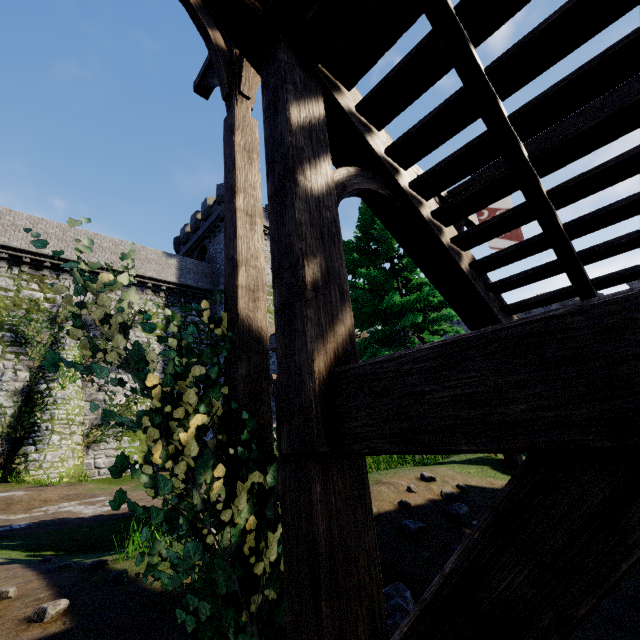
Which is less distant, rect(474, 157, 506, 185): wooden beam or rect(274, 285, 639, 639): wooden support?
rect(274, 285, 639, 639): wooden support

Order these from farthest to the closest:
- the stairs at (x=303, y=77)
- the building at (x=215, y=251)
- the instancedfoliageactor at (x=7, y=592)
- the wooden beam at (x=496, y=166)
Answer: the building at (x=215, y=251) → the wooden beam at (x=496, y=166) → the instancedfoliageactor at (x=7, y=592) → the stairs at (x=303, y=77)

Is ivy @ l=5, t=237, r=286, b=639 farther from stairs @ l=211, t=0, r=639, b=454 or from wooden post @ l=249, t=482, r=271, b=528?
stairs @ l=211, t=0, r=639, b=454

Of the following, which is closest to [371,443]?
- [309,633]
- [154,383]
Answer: [309,633]

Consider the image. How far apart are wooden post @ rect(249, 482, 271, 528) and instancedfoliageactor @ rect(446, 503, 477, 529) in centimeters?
256cm

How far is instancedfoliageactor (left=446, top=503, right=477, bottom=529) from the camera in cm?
389

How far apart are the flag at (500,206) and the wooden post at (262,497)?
6.3 meters

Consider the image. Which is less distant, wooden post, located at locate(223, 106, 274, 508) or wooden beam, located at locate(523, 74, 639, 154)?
wooden post, located at locate(223, 106, 274, 508)
